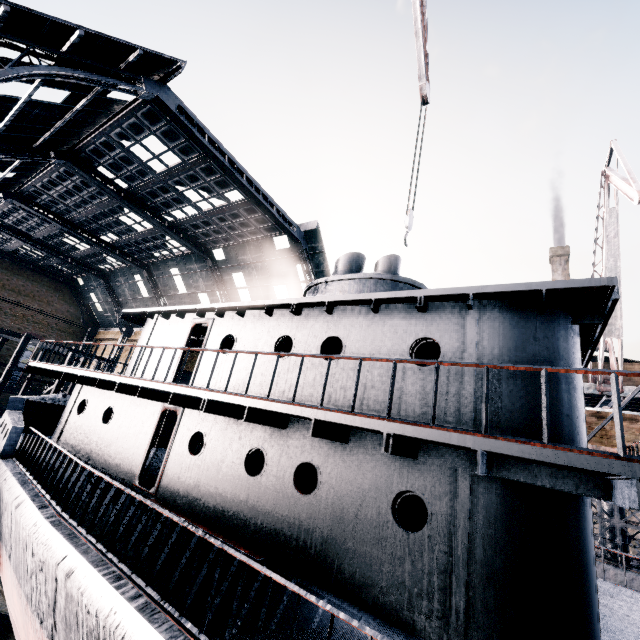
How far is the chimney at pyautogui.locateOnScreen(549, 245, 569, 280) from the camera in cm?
5036

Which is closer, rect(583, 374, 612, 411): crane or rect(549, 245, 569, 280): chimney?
rect(583, 374, 612, 411): crane

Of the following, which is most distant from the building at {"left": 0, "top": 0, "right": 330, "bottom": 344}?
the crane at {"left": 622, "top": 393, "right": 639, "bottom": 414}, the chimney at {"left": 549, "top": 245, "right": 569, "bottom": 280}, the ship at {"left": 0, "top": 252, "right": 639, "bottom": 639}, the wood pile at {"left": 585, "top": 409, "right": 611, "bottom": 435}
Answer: the wood pile at {"left": 585, "top": 409, "right": 611, "bottom": 435}

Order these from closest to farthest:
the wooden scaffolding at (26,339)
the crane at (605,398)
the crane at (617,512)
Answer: the crane at (617,512) → the crane at (605,398) → the wooden scaffolding at (26,339)

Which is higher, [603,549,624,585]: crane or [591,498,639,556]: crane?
[591,498,639,556]: crane

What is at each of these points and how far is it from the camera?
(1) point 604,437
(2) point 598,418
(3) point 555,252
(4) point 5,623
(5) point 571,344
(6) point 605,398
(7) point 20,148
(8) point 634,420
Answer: (1) wood pile, 10.57m
(2) wood pile, 11.20m
(3) chimney, 52.03m
(4) wooden scaffolding, 14.43m
(5) ship, 6.35m
(6) crane, 19.06m
(7) building, 21.03m
(8) wood pile, 10.70m

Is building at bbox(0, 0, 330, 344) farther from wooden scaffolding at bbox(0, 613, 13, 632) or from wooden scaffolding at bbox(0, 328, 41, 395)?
wooden scaffolding at bbox(0, 613, 13, 632)

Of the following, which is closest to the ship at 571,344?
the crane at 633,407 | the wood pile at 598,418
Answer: the wood pile at 598,418
